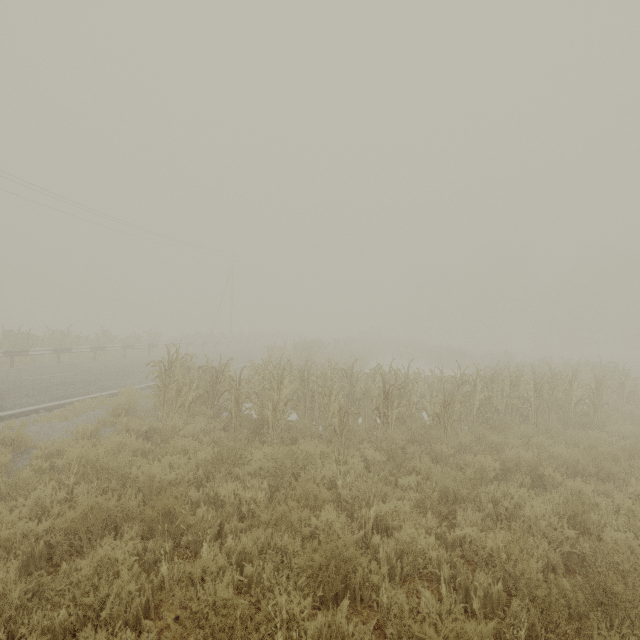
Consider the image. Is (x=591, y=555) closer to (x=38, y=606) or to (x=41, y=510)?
(x=38, y=606)
